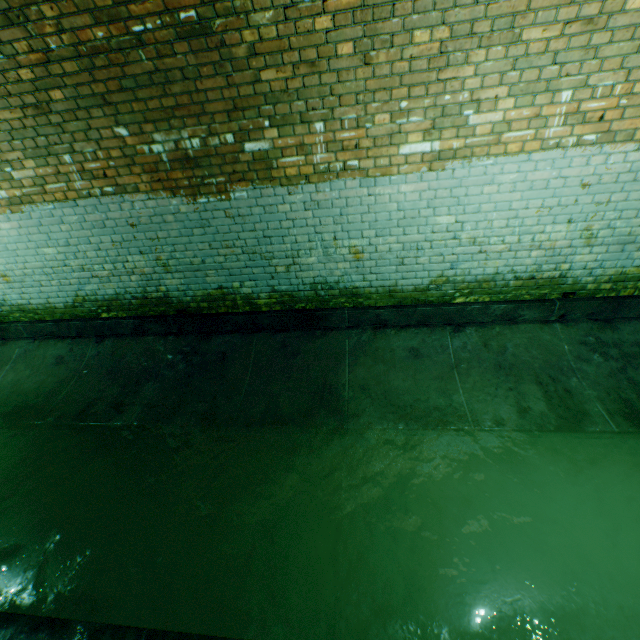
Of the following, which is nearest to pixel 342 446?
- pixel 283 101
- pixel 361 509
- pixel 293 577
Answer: pixel 361 509
